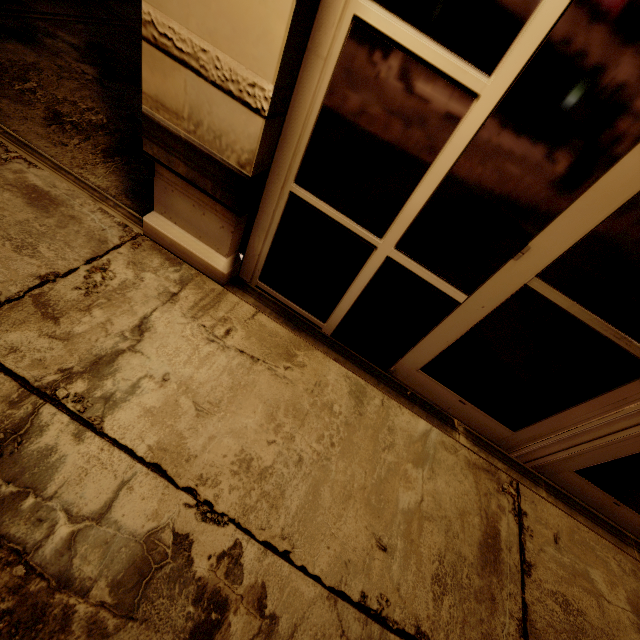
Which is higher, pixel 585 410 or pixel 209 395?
pixel 585 410
